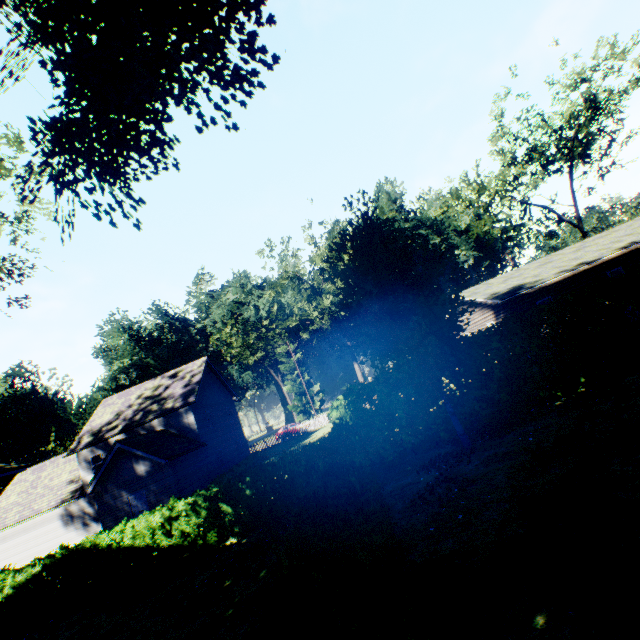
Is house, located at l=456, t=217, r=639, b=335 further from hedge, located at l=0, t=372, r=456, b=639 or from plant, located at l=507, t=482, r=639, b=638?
plant, located at l=507, t=482, r=639, b=638

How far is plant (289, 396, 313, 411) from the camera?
57.9 meters

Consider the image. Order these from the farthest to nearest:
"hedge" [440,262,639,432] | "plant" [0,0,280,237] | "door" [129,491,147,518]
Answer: "door" [129,491,147,518]
"hedge" [440,262,639,432]
"plant" [0,0,280,237]

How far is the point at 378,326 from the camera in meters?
10.7

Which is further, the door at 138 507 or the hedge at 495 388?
the door at 138 507

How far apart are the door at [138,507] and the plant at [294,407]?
37.6m

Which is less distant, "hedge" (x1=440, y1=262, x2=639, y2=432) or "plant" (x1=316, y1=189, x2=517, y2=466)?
"plant" (x1=316, y1=189, x2=517, y2=466)

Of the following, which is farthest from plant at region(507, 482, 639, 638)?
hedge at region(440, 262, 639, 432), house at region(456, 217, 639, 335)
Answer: house at region(456, 217, 639, 335)
